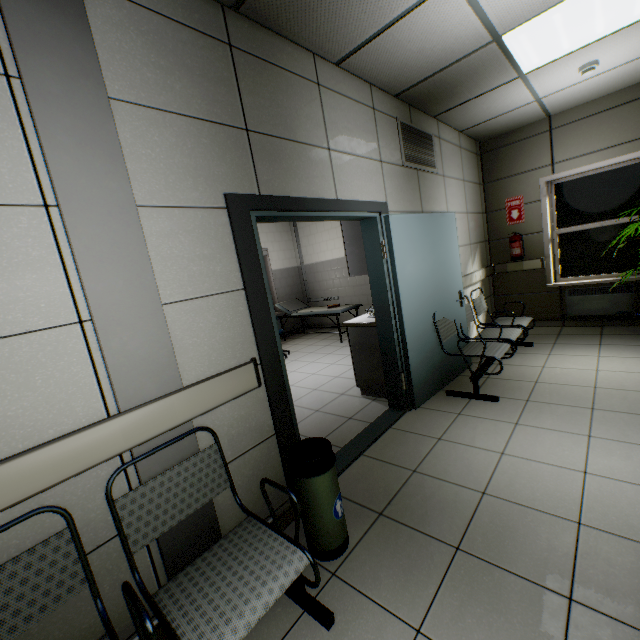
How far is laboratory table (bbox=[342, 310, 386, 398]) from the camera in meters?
3.8

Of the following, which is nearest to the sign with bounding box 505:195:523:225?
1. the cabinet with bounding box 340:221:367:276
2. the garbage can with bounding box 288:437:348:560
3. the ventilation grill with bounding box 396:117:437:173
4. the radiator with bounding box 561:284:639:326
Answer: the radiator with bounding box 561:284:639:326

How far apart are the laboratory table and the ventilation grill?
1.8 meters

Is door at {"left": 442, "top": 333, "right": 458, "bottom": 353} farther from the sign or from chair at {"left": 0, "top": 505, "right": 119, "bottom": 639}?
the sign

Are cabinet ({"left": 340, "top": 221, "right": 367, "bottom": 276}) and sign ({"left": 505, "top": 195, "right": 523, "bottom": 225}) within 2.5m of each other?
no

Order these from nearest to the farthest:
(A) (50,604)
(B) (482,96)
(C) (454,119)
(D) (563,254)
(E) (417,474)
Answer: (A) (50,604) → (E) (417,474) → (B) (482,96) → (C) (454,119) → (D) (563,254)

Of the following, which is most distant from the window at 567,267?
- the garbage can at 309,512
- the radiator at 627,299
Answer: the garbage can at 309,512

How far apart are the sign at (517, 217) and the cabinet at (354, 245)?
3.5 meters
